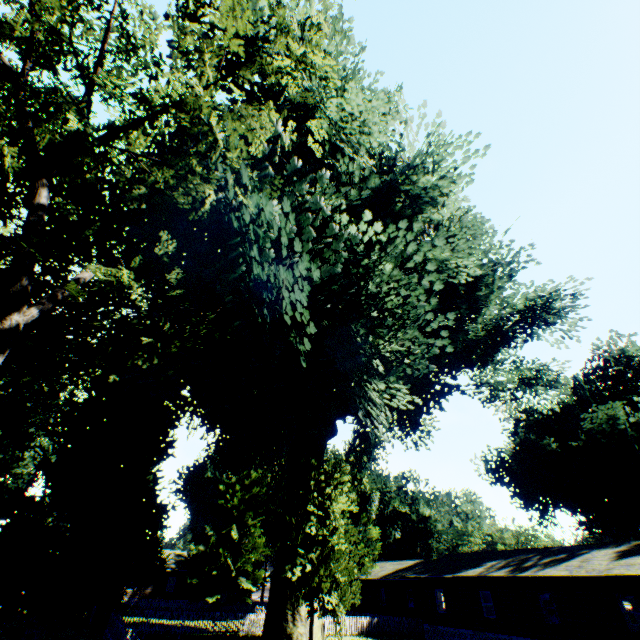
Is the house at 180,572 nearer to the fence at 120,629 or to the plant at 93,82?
the fence at 120,629

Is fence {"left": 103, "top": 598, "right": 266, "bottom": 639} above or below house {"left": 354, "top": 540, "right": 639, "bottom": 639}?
below

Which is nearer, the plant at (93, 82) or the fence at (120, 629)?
the plant at (93, 82)

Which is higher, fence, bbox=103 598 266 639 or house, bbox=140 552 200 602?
house, bbox=140 552 200 602

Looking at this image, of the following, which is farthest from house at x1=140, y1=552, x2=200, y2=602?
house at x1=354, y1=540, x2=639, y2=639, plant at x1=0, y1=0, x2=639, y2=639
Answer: house at x1=354, y1=540, x2=639, y2=639

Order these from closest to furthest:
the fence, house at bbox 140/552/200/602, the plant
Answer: the plant < the fence < house at bbox 140/552/200/602

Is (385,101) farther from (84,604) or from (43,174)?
(84,604)
